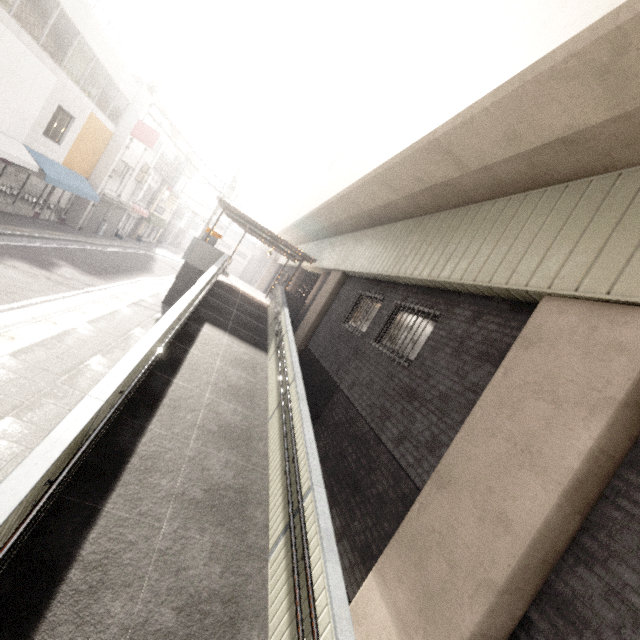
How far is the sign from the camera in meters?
18.8

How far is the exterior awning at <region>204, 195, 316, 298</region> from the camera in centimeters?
1506cm

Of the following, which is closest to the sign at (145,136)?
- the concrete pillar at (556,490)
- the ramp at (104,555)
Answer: the ramp at (104,555)

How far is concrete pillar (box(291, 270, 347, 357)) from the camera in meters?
12.5

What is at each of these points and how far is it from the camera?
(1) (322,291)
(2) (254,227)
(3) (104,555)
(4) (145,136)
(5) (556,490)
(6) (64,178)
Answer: (1) concrete pillar, 13.4 meters
(2) exterior awning, 15.5 meters
(3) ramp, 3.4 meters
(4) sign, 19.0 meters
(5) concrete pillar, 3.0 meters
(6) awning, 15.2 meters

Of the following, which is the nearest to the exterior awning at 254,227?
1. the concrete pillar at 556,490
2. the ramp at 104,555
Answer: the ramp at 104,555

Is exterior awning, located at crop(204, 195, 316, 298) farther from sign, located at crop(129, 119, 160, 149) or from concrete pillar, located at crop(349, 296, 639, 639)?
concrete pillar, located at crop(349, 296, 639, 639)

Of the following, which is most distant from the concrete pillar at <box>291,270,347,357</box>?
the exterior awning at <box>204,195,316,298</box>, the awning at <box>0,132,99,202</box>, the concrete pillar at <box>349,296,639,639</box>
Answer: the awning at <box>0,132,99,202</box>
